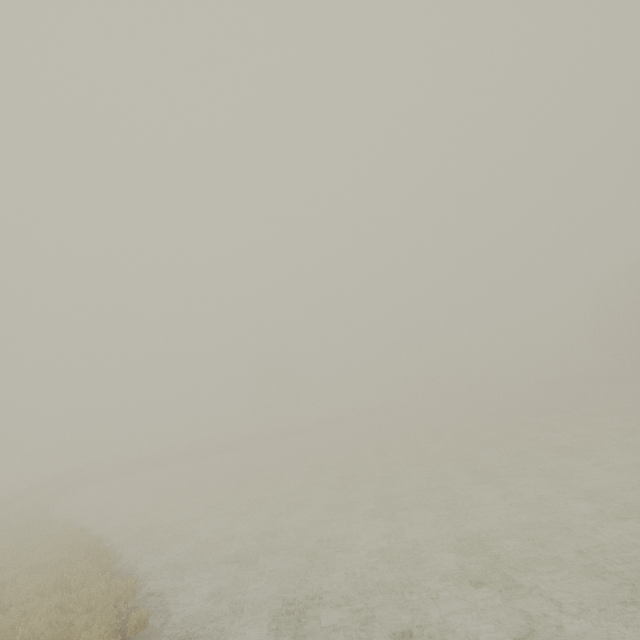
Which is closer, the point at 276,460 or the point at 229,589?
the point at 229,589
